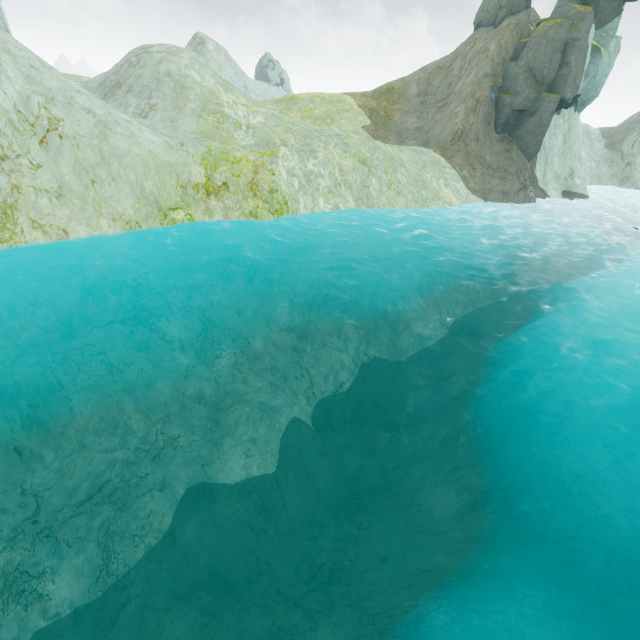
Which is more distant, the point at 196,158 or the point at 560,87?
the point at 560,87

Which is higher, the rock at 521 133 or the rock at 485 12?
the rock at 485 12

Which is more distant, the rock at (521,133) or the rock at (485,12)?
the rock at (485,12)

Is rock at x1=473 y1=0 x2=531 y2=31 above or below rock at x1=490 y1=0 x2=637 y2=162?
above

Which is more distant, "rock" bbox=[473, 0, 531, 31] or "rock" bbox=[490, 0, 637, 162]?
"rock" bbox=[473, 0, 531, 31]
